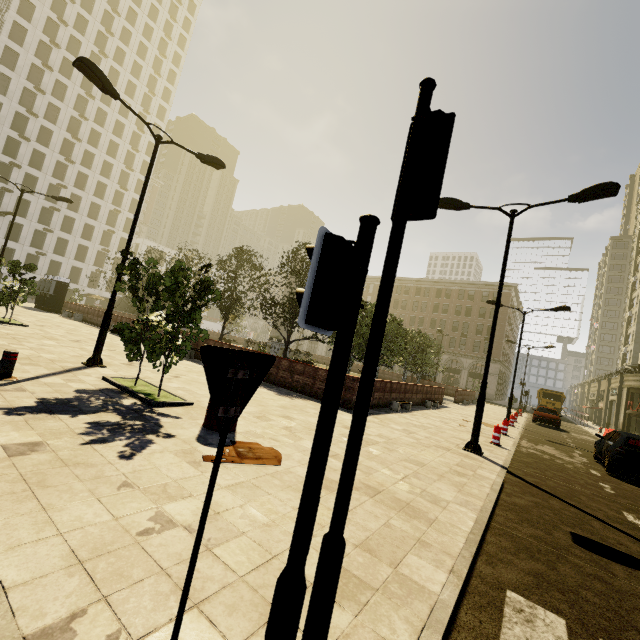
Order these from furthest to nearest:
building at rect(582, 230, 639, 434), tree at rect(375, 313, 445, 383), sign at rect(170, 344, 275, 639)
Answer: building at rect(582, 230, 639, 434) → tree at rect(375, 313, 445, 383) → sign at rect(170, 344, 275, 639)

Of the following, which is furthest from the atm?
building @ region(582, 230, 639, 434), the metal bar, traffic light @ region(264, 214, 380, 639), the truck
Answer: the truck

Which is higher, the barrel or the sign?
the sign

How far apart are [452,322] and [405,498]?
58.3m

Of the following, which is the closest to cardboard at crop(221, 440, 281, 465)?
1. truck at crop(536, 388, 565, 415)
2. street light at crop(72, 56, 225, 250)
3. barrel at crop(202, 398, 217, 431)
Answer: barrel at crop(202, 398, 217, 431)

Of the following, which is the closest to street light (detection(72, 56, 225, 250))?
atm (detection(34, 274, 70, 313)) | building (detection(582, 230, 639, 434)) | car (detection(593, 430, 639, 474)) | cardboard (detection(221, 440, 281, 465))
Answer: cardboard (detection(221, 440, 281, 465))

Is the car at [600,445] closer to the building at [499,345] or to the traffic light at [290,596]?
the building at [499,345]

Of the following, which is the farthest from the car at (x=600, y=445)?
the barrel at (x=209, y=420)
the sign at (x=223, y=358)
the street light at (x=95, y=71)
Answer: the street light at (x=95, y=71)
